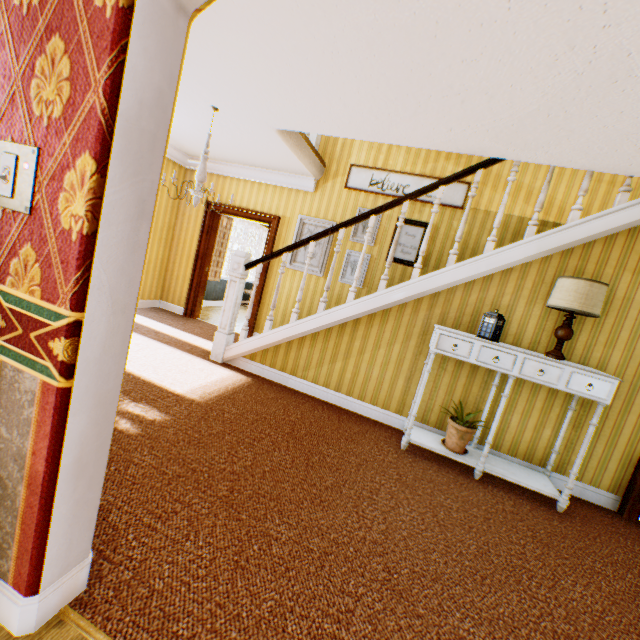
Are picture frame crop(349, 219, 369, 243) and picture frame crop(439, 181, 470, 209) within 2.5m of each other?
yes

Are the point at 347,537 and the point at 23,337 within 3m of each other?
yes

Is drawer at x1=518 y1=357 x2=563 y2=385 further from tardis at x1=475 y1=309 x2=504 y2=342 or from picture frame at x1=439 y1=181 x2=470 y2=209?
picture frame at x1=439 y1=181 x2=470 y2=209

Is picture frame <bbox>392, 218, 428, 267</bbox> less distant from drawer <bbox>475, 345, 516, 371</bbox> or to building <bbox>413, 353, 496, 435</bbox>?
building <bbox>413, 353, 496, 435</bbox>

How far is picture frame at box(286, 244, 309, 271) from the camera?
5.9m

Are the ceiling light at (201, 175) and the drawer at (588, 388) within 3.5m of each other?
no

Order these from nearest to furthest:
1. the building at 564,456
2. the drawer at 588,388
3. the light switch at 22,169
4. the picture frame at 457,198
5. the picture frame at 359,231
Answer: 1. the light switch at 22,169
2. the drawer at 588,388
3. the building at 564,456
4. the picture frame at 457,198
5. the picture frame at 359,231

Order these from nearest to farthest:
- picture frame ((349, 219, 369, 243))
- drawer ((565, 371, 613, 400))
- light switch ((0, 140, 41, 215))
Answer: light switch ((0, 140, 41, 215)) < drawer ((565, 371, 613, 400)) < picture frame ((349, 219, 369, 243))
